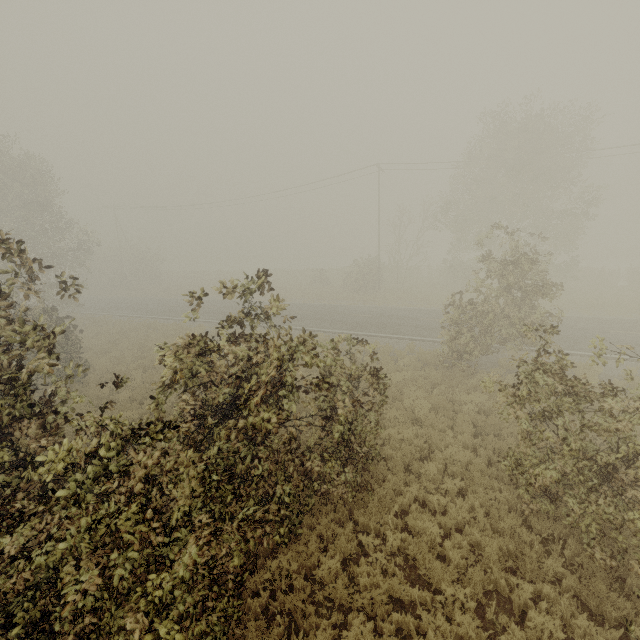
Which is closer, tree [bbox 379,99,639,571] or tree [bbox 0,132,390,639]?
tree [bbox 0,132,390,639]

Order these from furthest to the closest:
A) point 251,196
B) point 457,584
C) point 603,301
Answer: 1. point 251,196
2. point 603,301
3. point 457,584

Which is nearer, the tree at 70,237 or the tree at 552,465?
the tree at 70,237
